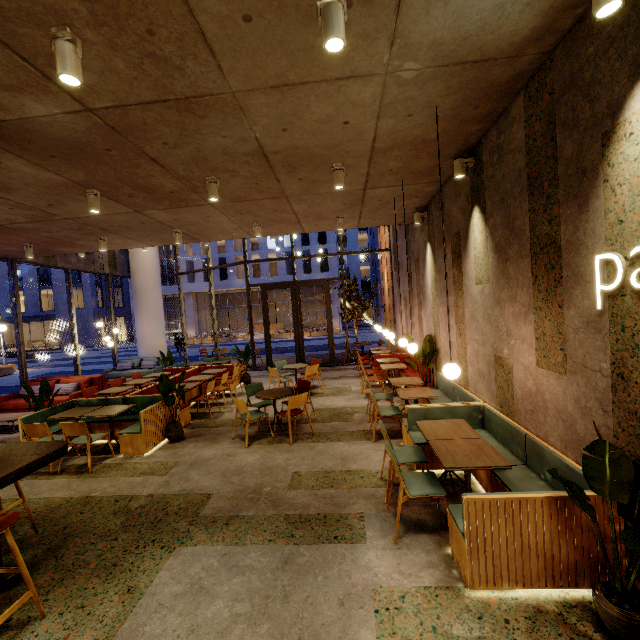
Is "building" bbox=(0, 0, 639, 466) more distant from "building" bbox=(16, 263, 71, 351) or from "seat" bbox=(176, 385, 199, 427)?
"building" bbox=(16, 263, 71, 351)

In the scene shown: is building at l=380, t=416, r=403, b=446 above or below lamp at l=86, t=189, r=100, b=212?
below

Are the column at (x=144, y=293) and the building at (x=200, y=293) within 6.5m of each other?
no

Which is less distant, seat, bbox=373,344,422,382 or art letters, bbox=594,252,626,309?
art letters, bbox=594,252,626,309

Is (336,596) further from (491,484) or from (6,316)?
(6,316)

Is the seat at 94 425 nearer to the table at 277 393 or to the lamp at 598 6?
the table at 277 393

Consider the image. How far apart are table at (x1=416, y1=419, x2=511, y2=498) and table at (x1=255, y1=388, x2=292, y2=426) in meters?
2.8

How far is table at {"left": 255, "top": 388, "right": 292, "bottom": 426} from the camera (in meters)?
6.22
